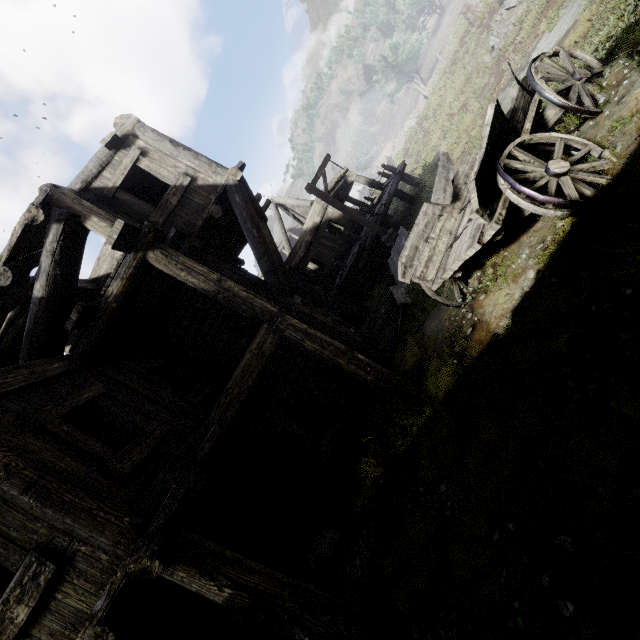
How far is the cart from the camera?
3.21m

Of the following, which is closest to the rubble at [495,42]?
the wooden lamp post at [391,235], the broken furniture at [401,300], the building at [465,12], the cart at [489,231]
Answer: the building at [465,12]

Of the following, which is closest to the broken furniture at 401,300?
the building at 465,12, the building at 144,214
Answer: the building at 144,214

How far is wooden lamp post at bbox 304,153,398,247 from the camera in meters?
12.1 m

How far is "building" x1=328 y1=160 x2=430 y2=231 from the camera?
15.72m

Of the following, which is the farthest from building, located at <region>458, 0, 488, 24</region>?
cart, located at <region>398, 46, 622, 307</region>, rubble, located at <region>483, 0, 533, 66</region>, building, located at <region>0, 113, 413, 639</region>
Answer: cart, located at <region>398, 46, 622, 307</region>

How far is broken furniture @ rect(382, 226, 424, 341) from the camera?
8.2m

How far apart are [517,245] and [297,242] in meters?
15.0
